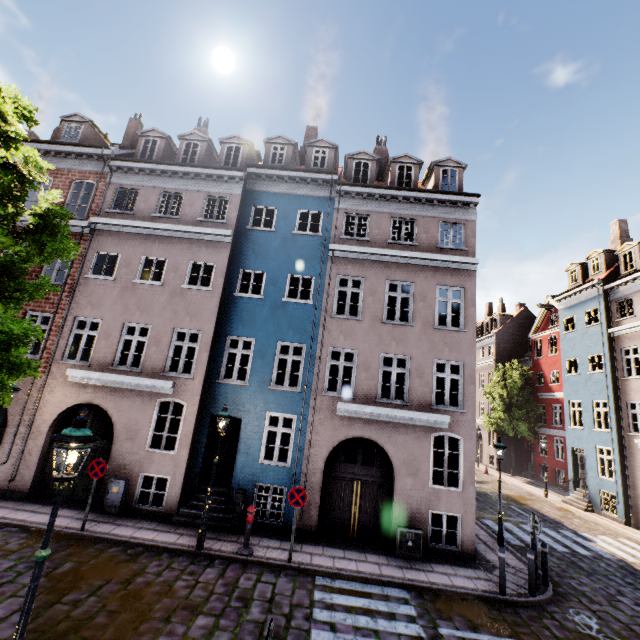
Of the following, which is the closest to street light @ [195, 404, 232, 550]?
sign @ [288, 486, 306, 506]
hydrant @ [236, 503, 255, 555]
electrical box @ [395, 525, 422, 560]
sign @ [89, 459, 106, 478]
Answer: hydrant @ [236, 503, 255, 555]

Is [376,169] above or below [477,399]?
above

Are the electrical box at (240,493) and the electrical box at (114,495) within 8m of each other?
yes

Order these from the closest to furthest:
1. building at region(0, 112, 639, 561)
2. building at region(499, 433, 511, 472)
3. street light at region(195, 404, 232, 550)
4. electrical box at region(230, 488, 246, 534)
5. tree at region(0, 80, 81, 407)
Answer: tree at region(0, 80, 81, 407) < street light at region(195, 404, 232, 550) < electrical box at region(230, 488, 246, 534) < building at region(0, 112, 639, 561) < building at region(499, 433, 511, 472)

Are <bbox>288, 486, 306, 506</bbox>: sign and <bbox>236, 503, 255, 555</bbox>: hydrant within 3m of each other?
yes

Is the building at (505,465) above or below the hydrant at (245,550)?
above

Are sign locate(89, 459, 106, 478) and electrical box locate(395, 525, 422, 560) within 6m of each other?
no

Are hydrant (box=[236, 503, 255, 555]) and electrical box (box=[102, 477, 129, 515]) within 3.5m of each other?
no
